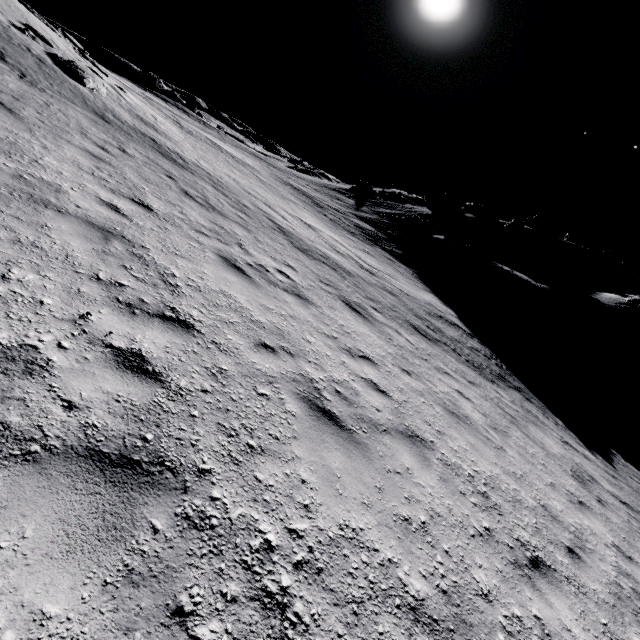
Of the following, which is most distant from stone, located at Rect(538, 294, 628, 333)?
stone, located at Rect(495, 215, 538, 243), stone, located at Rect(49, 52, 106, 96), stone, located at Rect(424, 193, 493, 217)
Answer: stone, located at Rect(49, 52, 106, 96)

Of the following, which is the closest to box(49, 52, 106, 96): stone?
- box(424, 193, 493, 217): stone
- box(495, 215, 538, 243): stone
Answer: box(424, 193, 493, 217): stone

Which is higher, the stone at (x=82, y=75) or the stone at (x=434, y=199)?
the stone at (x=434, y=199)

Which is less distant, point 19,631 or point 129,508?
point 19,631

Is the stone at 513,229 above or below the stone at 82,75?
above

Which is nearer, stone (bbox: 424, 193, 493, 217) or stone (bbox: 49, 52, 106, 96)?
stone (bbox: 49, 52, 106, 96)
